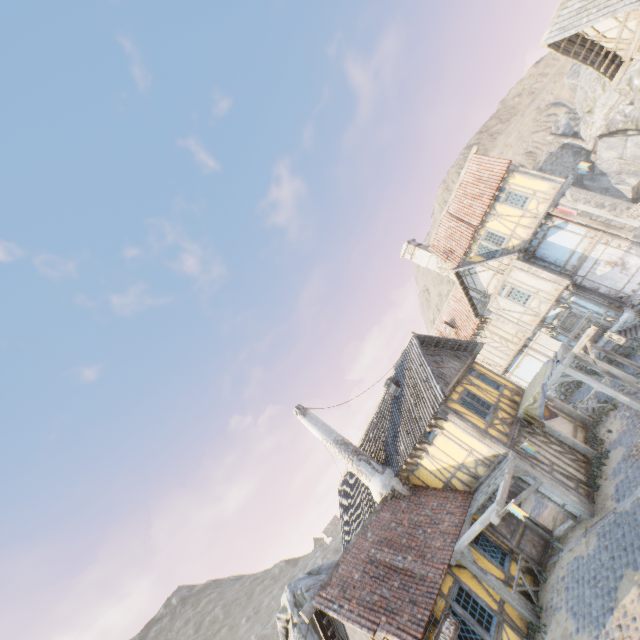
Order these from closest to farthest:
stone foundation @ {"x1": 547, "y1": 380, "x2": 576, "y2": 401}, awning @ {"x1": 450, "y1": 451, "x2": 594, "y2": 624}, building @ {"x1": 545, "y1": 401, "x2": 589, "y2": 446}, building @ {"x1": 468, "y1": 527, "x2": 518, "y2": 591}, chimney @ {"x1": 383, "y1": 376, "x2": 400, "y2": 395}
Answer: awning @ {"x1": 450, "y1": 451, "x2": 594, "y2": 624}, building @ {"x1": 468, "y1": 527, "x2": 518, "y2": 591}, building @ {"x1": 545, "y1": 401, "x2": 589, "y2": 446}, chimney @ {"x1": 383, "y1": 376, "x2": 400, "y2": 395}, stone foundation @ {"x1": 547, "y1": 380, "x2": 576, "y2": 401}

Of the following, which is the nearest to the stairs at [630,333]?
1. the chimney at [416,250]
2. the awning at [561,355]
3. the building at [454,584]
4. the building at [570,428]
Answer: the awning at [561,355]

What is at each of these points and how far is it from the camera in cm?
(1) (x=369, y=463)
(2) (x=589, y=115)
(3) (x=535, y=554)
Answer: (1) chimney, 1598
(2) rock, 4338
(3) door, 1195

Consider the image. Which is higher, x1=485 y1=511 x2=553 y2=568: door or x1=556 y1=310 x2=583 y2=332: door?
x1=556 y1=310 x2=583 y2=332: door

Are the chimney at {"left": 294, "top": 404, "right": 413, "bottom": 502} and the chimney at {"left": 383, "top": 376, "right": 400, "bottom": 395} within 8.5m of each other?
yes

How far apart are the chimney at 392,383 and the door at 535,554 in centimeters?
592cm

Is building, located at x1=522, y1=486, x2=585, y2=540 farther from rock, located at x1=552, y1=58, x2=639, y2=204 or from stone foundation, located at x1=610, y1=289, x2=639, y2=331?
stone foundation, located at x1=610, y1=289, x2=639, y2=331

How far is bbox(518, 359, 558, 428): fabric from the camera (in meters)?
13.56
